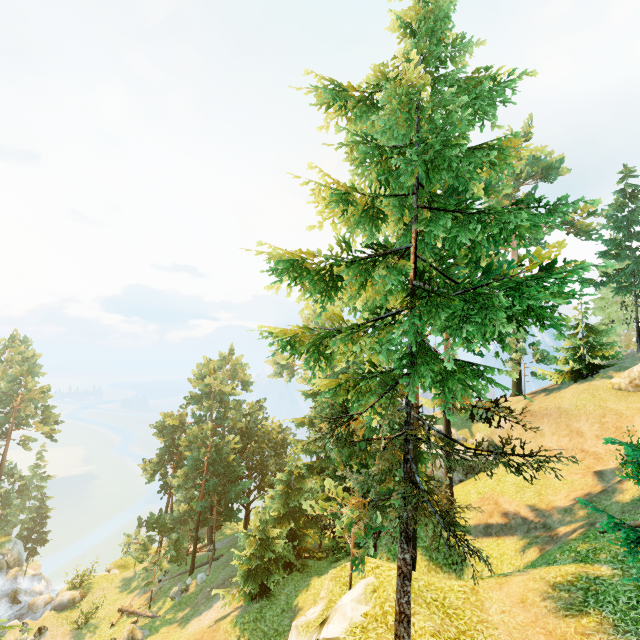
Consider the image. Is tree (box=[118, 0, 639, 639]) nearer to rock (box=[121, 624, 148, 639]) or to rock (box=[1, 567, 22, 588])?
rock (box=[121, 624, 148, 639])

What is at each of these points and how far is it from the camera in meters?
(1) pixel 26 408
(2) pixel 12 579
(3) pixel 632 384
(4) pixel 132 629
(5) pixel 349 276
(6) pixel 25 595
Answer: (1) tree, 44.1
(2) rock, 38.1
(3) rock, 24.6
(4) rock, 24.3
(5) tree, 8.6
(6) rock, 34.1

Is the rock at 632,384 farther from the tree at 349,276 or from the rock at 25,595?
the rock at 25,595

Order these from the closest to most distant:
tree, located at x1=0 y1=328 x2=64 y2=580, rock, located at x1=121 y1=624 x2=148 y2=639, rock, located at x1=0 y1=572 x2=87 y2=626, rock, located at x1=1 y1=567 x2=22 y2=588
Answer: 1. rock, located at x1=121 y1=624 x2=148 y2=639
2. rock, located at x1=0 y1=572 x2=87 y2=626
3. rock, located at x1=1 y1=567 x2=22 y2=588
4. tree, located at x1=0 y1=328 x2=64 y2=580

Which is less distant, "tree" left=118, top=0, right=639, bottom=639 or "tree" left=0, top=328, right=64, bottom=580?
"tree" left=118, top=0, right=639, bottom=639

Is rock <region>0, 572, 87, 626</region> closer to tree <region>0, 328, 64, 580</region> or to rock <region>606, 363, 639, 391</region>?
tree <region>0, 328, 64, 580</region>

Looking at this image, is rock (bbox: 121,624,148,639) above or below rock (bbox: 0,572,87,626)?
above

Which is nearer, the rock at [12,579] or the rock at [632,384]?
the rock at [632,384]
